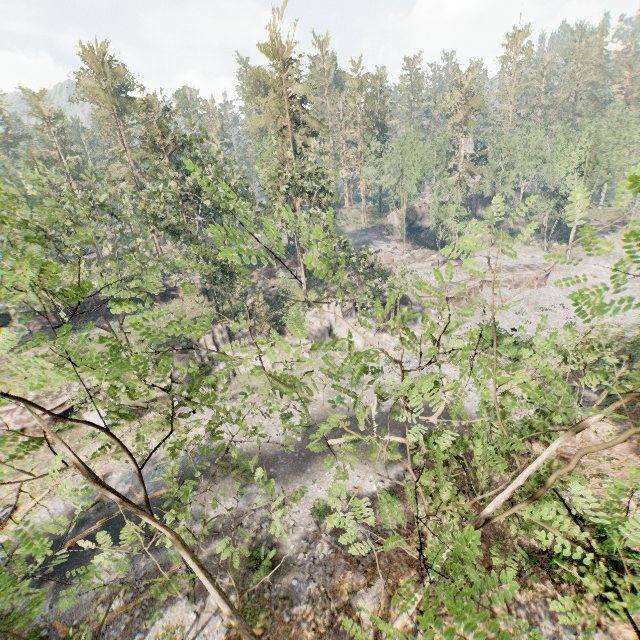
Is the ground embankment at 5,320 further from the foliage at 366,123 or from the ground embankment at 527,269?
the ground embankment at 527,269

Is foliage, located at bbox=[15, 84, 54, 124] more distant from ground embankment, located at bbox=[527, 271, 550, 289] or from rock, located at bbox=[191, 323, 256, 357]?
ground embankment, located at bbox=[527, 271, 550, 289]

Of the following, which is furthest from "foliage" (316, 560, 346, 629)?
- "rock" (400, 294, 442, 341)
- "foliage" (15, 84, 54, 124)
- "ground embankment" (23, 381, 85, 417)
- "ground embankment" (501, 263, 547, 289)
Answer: "ground embankment" (501, 263, 547, 289)

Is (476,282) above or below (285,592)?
above

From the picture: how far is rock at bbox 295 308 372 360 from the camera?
37.34m

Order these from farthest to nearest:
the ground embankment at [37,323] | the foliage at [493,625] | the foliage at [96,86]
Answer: the ground embankment at [37,323] < the foliage at [96,86] < the foliage at [493,625]

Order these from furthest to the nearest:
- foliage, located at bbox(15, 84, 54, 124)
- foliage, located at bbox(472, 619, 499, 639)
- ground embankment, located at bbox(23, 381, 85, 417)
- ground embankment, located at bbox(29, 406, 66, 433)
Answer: foliage, located at bbox(15, 84, 54, 124)
ground embankment, located at bbox(23, 381, 85, 417)
ground embankment, located at bbox(29, 406, 66, 433)
foliage, located at bbox(472, 619, 499, 639)

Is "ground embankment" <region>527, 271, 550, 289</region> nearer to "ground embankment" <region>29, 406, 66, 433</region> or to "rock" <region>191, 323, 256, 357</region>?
"rock" <region>191, 323, 256, 357</region>
